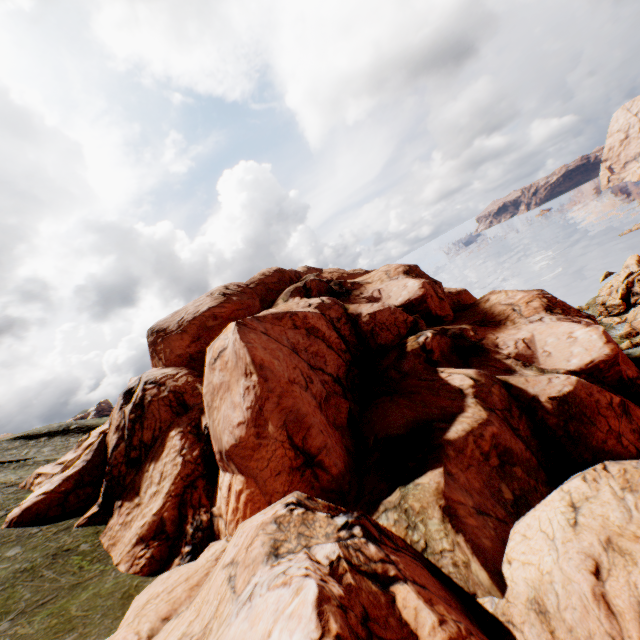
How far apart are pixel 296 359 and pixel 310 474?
8.5m
